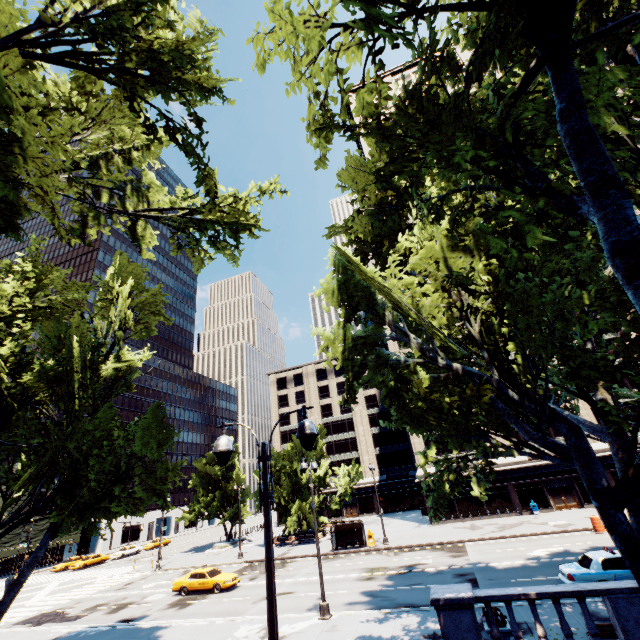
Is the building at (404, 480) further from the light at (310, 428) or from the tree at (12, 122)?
the light at (310, 428)

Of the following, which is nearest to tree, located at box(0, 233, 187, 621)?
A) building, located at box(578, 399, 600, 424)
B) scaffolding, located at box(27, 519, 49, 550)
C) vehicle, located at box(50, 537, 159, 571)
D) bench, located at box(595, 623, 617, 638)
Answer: bench, located at box(595, 623, 617, 638)

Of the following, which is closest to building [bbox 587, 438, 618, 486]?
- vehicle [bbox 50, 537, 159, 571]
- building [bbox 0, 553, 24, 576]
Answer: vehicle [bbox 50, 537, 159, 571]

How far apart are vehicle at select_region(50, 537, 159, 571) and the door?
62.50m

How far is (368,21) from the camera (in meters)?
4.90

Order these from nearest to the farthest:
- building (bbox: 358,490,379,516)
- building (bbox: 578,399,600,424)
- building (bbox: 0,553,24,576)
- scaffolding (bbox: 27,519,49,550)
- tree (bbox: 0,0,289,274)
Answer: tree (bbox: 0,0,289,274), building (bbox: 578,399,600,424), building (bbox: 0,553,24,576), scaffolding (bbox: 27,519,49,550), building (bbox: 358,490,379,516)

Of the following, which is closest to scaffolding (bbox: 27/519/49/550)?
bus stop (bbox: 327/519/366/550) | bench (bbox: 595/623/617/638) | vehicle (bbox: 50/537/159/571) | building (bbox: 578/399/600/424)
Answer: vehicle (bbox: 50/537/159/571)

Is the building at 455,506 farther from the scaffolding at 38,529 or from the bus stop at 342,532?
the scaffolding at 38,529
